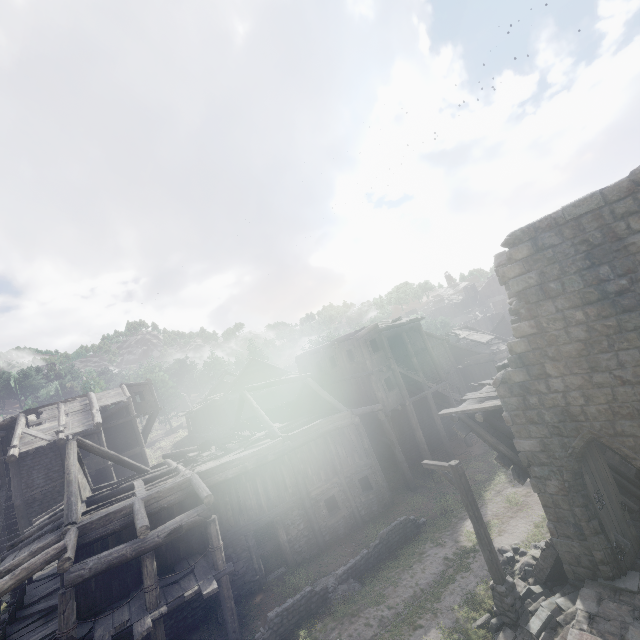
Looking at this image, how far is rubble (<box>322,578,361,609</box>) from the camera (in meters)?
12.15

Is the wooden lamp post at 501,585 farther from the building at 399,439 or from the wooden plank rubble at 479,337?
the wooden plank rubble at 479,337

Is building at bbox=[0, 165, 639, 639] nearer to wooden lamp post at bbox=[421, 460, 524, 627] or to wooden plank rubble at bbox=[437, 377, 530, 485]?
wooden plank rubble at bbox=[437, 377, 530, 485]

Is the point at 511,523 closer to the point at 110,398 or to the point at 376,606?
the point at 376,606

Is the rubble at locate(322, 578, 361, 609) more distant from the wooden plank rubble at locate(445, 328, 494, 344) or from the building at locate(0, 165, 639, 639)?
the wooden plank rubble at locate(445, 328, 494, 344)

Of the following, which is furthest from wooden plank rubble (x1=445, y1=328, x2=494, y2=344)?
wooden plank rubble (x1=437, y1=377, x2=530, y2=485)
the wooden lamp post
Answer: the wooden lamp post

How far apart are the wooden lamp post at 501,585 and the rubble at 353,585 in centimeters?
489cm

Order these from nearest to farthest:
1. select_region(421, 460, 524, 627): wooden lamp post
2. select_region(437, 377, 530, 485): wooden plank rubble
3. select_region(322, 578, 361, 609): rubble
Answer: select_region(421, 460, 524, 627): wooden lamp post → select_region(437, 377, 530, 485): wooden plank rubble → select_region(322, 578, 361, 609): rubble
